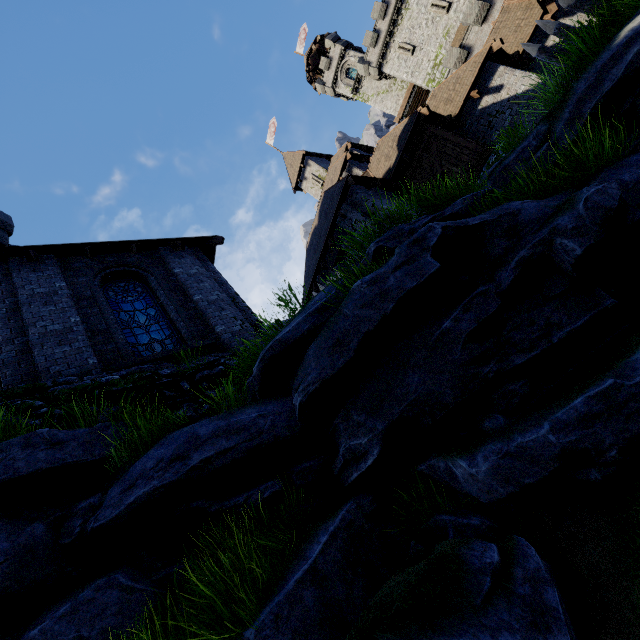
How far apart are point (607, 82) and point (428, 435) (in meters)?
6.16

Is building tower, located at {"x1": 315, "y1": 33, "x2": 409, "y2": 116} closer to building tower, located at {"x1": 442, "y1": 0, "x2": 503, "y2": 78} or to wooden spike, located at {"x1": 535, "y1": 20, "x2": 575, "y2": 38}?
A: building tower, located at {"x1": 442, "y1": 0, "x2": 503, "y2": 78}

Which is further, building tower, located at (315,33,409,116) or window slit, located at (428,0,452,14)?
building tower, located at (315,33,409,116)

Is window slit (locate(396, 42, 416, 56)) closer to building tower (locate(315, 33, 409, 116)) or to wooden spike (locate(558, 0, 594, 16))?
building tower (locate(315, 33, 409, 116))

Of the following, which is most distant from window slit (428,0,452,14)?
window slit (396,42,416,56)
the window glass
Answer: the window glass

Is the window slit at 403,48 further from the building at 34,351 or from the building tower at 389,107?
the building at 34,351

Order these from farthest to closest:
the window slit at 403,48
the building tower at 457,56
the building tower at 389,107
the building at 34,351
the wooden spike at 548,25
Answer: the building tower at 389,107 → the window slit at 403,48 → the building tower at 457,56 → the wooden spike at 548,25 → the building at 34,351

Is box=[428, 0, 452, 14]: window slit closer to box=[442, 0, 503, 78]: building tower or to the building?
box=[442, 0, 503, 78]: building tower
